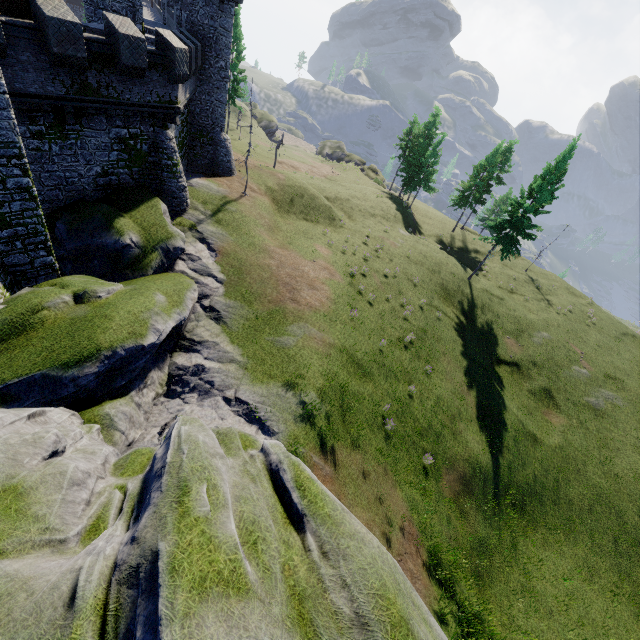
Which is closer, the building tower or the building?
the building tower

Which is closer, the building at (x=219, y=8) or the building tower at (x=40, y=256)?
the building tower at (x=40, y=256)

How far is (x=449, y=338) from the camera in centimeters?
2867cm
